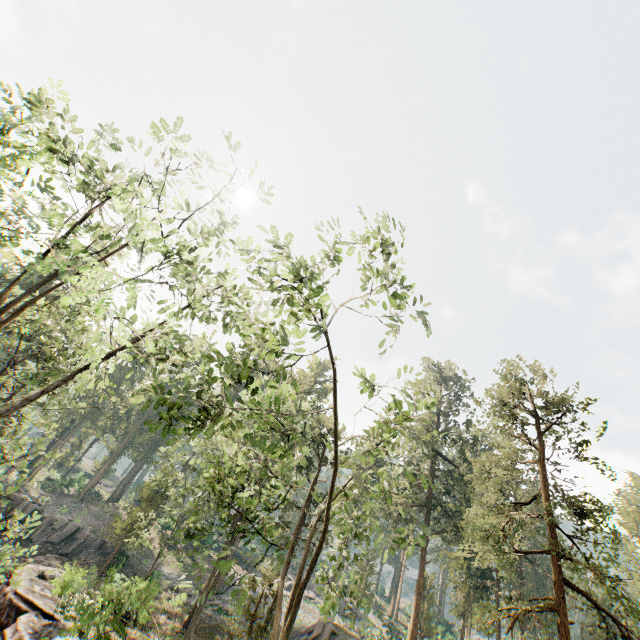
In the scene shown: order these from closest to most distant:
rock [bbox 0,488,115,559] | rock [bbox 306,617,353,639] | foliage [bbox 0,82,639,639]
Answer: foliage [bbox 0,82,639,639] < rock [bbox 306,617,353,639] < rock [bbox 0,488,115,559]

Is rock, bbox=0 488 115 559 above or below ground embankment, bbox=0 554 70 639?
above

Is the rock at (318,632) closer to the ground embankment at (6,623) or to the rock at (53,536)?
the ground embankment at (6,623)

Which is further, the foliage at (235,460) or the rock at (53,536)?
the rock at (53,536)

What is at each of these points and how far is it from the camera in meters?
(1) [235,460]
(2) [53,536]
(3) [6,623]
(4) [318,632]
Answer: (1) foliage, 11.4
(2) rock, 32.2
(3) ground embankment, 17.6
(4) rock, 25.1

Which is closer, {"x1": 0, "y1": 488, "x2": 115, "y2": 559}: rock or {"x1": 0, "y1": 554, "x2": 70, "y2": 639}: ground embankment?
{"x1": 0, "y1": 554, "x2": 70, "y2": 639}: ground embankment

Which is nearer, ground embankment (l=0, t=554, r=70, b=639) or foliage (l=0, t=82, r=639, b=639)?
foliage (l=0, t=82, r=639, b=639)

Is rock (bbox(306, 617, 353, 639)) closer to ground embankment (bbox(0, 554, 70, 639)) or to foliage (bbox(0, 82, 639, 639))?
foliage (bbox(0, 82, 639, 639))
